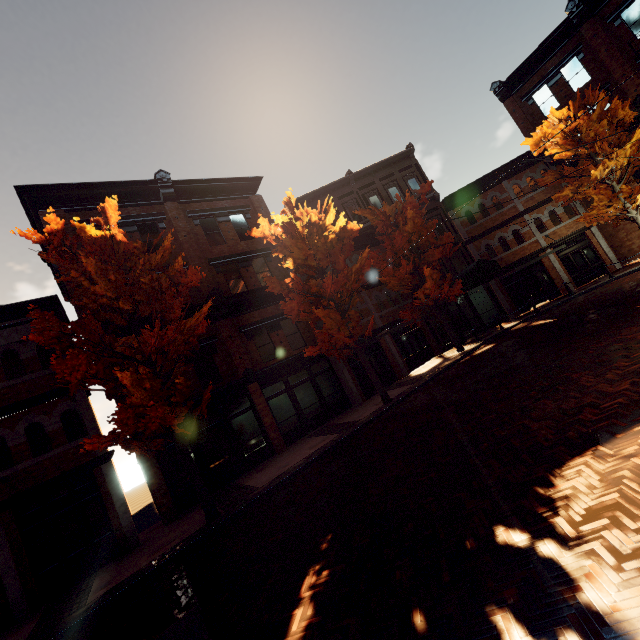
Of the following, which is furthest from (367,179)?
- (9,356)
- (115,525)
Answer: (115,525)

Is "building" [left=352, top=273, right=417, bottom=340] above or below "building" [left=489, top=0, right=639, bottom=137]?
below

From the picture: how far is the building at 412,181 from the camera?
22.7m

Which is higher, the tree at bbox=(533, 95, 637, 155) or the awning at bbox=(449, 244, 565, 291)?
the tree at bbox=(533, 95, 637, 155)

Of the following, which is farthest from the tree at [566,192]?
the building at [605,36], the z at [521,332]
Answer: the z at [521,332]

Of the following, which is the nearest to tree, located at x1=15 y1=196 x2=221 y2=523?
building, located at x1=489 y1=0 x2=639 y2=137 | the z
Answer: building, located at x1=489 y1=0 x2=639 y2=137

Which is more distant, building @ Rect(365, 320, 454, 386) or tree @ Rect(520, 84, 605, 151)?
building @ Rect(365, 320, 454, 386)

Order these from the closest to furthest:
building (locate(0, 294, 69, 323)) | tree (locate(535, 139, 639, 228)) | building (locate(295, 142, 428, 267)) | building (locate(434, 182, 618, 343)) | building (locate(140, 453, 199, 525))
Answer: building (locate(0, 294, 69, 323))
building (locate(140, 453, 199, 525))
tree (locate(535, 139, 639, 228))
building (locate(434, 182, 618, 343))
building (locate(295, 142, 428, 267))
